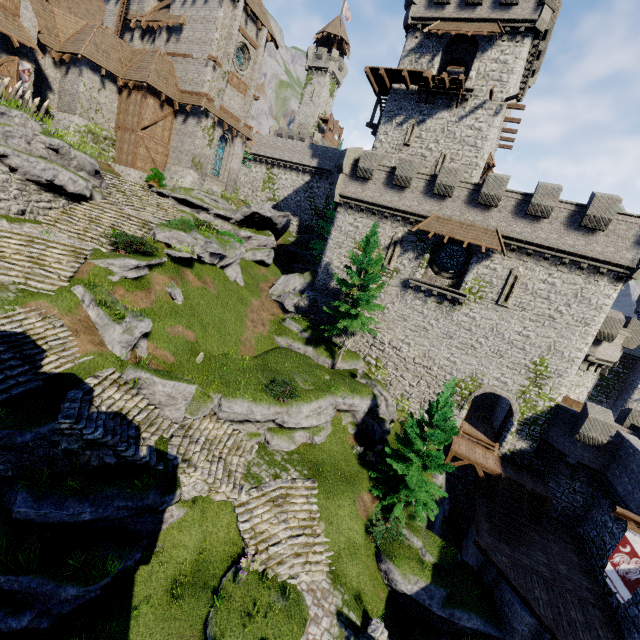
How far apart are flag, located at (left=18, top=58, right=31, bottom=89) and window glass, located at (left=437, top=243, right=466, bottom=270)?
30.5m

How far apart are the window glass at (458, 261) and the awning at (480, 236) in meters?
1.3

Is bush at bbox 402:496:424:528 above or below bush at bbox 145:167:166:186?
below

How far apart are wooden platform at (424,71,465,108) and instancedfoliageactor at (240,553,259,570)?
33.2m

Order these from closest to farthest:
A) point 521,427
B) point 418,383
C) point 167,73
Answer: point 521,427 < point 418,383 < point 167,73

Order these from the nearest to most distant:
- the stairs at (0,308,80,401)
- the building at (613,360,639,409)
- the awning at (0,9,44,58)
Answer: the stairs at (0,308,80,401), the awning at (0,9,44,58), the building at (613,360,639,409)

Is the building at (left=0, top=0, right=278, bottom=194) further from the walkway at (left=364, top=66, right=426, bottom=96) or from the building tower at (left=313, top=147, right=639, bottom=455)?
the building tower at (left=313, top=147, right=639, bottom=455)

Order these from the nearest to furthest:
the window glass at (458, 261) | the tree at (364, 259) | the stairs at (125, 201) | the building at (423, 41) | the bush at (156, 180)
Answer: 1. the stairs at (125, 201)
2. the tree at (364, 259)
3. the window glass at (458, 261)
4. the building at (423, 41)
5. the bush at (156, 180)
